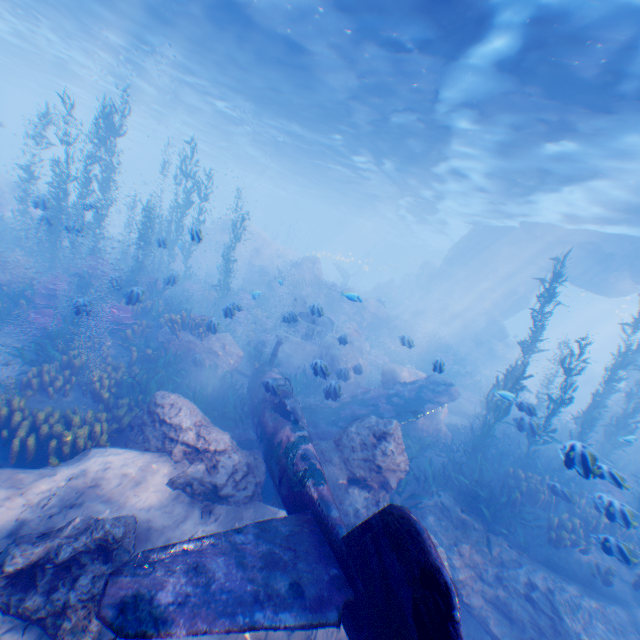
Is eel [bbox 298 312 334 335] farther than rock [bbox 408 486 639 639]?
Yes

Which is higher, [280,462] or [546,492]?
[280,462]

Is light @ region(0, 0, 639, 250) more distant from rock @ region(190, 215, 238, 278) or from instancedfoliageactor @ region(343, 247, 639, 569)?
instancedfoliageactor @ region(343, 247, 639, 569)

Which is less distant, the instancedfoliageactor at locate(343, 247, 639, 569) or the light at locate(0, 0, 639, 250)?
the instancedfoliageactor at locate(343, 247, 639, 569)

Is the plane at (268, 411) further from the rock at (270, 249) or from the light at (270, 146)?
the light at (270, 146)

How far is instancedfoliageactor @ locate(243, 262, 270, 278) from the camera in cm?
2822

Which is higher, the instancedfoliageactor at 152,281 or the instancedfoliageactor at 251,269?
the instancedfoliageactor at 251,269

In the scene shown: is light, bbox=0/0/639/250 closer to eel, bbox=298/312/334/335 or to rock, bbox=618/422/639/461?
rock, bbox=618/422/639/461
